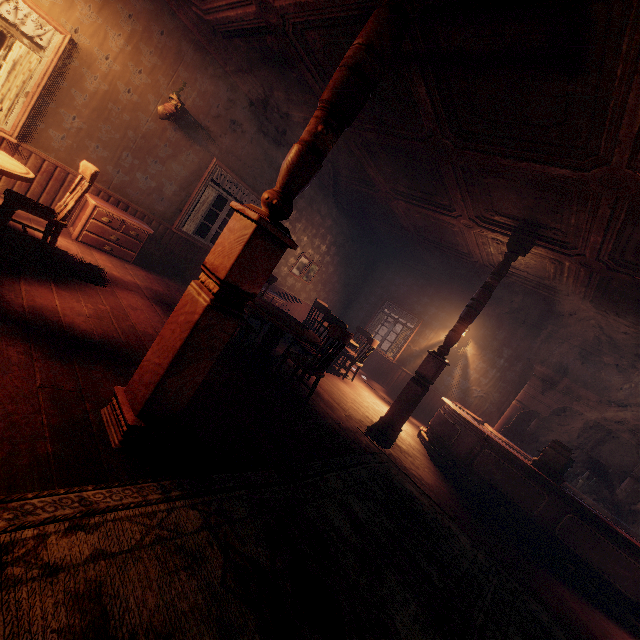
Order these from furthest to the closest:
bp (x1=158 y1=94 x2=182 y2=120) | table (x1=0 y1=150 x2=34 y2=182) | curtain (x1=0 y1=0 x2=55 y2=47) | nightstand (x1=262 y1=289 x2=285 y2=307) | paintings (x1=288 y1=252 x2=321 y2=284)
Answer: paintings (x1=288 y1=252 x2=321 y2=284)
nightstand (x1=262 y1=289 x2=285 y2=307)
bp (x1=158 y1=94 x2=182 y2=120)
curtain (x1=0 y1=0 x2=55 y2=47)
table (x1=0 y1=150 x2=34 y2=182)

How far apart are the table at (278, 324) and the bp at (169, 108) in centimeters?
384cm

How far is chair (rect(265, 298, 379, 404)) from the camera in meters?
4.2 m

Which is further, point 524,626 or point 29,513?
point 524,626

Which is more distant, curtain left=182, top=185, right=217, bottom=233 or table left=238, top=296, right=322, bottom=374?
curtain left=182, top=185, right=217, bottom=233

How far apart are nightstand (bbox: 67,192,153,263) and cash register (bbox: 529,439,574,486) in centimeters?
767cm

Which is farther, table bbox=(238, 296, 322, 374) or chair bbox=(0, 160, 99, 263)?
table bbox=(238, 296, 322, 374)

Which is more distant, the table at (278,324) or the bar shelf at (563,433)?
the bar shelf at (563,433)
